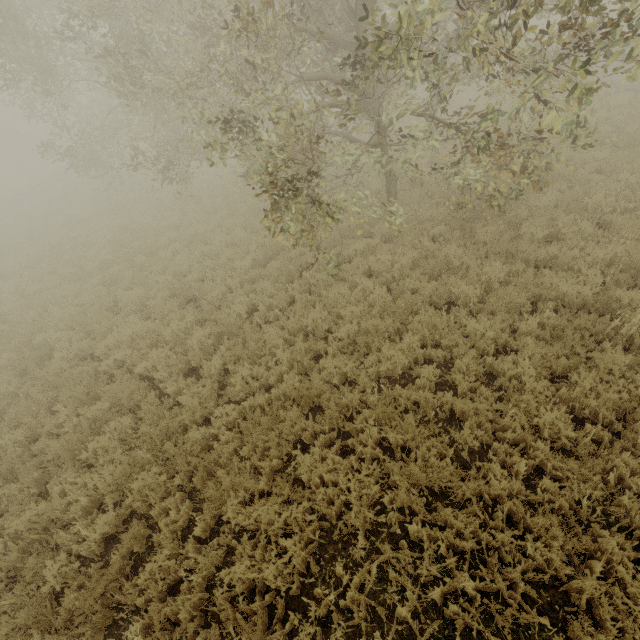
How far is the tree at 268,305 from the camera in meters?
7.8

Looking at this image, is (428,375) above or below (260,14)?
below

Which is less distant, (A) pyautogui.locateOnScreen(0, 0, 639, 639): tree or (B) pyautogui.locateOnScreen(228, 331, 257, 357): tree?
(A) pyautogui.locateOnScreen(0, 0, 639, 639): tree

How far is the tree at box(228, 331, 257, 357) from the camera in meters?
6.6 m

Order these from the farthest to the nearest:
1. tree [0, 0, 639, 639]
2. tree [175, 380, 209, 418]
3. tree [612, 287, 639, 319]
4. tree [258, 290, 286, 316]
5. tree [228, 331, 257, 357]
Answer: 1. tree [258, 290, 286, 316]
2. tree [228, 331, 257, 357]
3. tree [175, 380, 209, 418]
4. tree [612, 287, 639, 319]
5. tree [0, 0, 639, 639]

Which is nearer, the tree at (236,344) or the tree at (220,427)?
the tree at (220,427)
